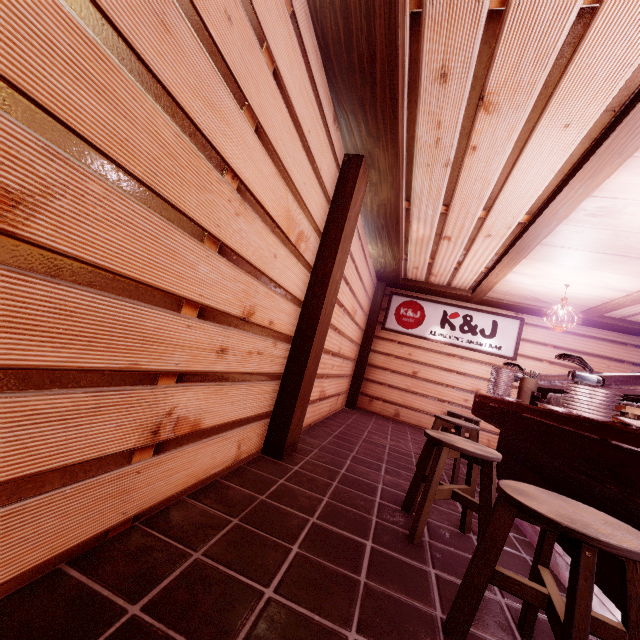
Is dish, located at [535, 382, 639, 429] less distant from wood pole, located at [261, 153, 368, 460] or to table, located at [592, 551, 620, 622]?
table, located at [592, 551, 620, 622]

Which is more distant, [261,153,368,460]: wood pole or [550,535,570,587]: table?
[261,153,368,460]: wood pole

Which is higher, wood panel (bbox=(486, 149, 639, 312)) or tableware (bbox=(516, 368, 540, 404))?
wood panel (bbox=(486, 149, 639, 312))

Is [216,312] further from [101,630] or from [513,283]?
[513,283]

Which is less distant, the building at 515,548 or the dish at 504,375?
the building at 515,548

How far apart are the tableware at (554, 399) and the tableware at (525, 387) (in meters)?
0.84

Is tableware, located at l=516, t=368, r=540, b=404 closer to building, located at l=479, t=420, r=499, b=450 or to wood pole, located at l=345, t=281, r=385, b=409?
building, located at l=479, t=420, r=499, b=450

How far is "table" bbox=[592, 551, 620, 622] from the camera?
2.87m
